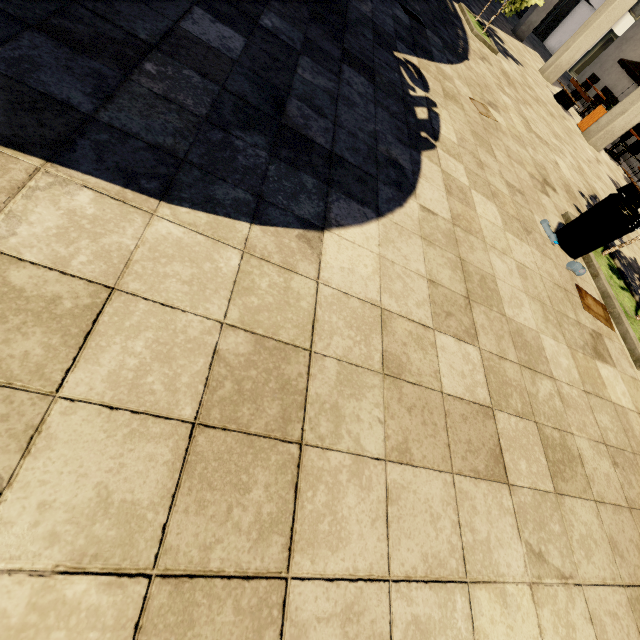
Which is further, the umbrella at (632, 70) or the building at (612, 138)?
the umbrella at (632, 70)

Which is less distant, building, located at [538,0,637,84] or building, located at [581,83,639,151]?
building, located at [581,83,639,151]

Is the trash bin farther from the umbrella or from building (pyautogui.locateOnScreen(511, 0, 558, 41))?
the umbrella

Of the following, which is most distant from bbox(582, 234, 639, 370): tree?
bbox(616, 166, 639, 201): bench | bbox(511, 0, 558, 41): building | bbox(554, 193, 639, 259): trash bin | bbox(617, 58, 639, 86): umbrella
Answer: bbox(617, 58, 639, 86): umbrella

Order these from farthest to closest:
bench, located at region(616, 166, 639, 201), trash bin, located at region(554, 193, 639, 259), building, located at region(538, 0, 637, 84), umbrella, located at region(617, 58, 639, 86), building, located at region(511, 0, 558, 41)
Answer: building, located at region(511, 0, 558, 41), umbrella, located at region(617, 58, 639, 86), building, located at region(538, 0, 637, 84), bench, located at region(616, 166, 639, 201), trash bin, located at region(554, 193, 639, 259)

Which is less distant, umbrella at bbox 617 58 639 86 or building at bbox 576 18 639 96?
umbrella at bbox 617 58 639 86

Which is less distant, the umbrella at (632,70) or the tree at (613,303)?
the tree at (613,303)

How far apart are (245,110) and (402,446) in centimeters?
224cm
